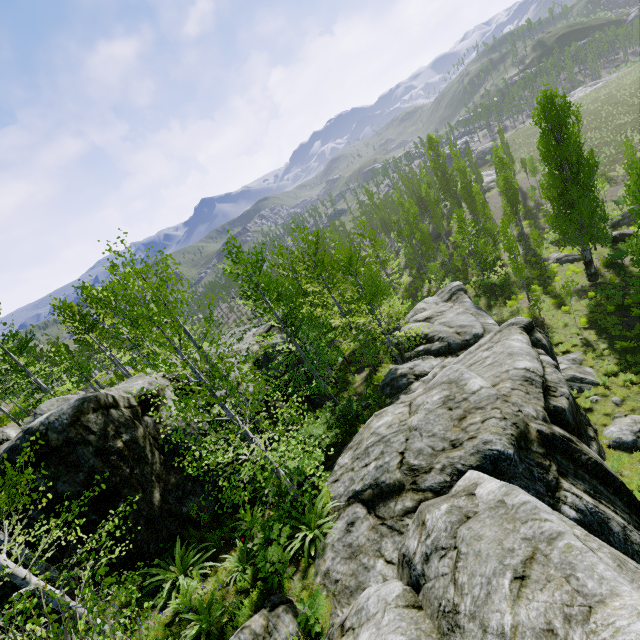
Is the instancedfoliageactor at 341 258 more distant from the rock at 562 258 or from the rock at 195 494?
the rock at 562 258

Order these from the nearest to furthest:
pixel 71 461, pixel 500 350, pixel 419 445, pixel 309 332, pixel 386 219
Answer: pixel 419 445
pixel 71 461
pixel 500 350
pixel 309 332
pixel 386 219

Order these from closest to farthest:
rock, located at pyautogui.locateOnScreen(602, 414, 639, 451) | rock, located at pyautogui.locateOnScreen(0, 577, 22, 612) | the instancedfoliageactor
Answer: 1. the instancedfoliageactor
2. rock, located at pyautogui.locateOnScreen(0, 577, 22, 612)
3. rock, located at pyautogui.locateOnScreen(602, 414, 639, 451)

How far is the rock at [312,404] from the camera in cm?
1956

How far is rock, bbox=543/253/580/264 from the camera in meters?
28.9 m

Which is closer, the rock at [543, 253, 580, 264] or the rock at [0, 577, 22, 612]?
the rock at [0, 577, 22, 612]

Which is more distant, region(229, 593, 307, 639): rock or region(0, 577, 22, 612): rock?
region(0, 577, 22, 612): rock

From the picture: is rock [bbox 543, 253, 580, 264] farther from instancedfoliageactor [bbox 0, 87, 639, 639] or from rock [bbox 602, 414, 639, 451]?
rock [bbox 602, 414, 639, 451]
